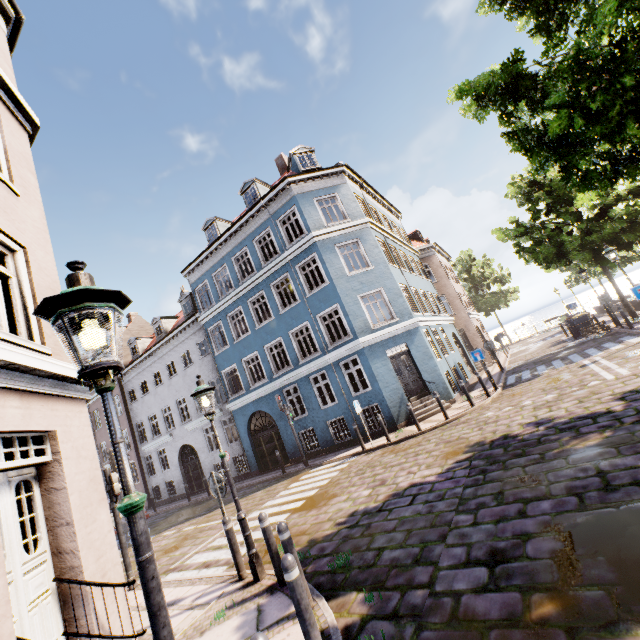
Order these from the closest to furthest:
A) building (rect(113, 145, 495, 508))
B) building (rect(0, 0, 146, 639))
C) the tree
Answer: building (rect(0, 0, 146, 639))
the tree
building (rect(113, 145, 495, 508))

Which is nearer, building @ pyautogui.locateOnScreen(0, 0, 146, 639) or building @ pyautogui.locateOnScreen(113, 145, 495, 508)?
building @ pyautogui.locateOnScreen(0, 0, 146, 639)

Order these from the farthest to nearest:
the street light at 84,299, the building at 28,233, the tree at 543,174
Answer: the tree at 543,174
the building at 28,233
the street light at 84,299

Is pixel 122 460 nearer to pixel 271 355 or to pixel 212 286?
pixel 271 355

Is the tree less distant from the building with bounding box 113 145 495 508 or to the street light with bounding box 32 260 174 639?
the building with bounding box 113 145 495 508

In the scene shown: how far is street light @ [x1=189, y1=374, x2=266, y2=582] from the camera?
5.8m

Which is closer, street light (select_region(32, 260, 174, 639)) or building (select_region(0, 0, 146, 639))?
street light (select_region(32, 260, 174, 639))

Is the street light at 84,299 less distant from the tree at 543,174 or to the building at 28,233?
the building at 28,233
